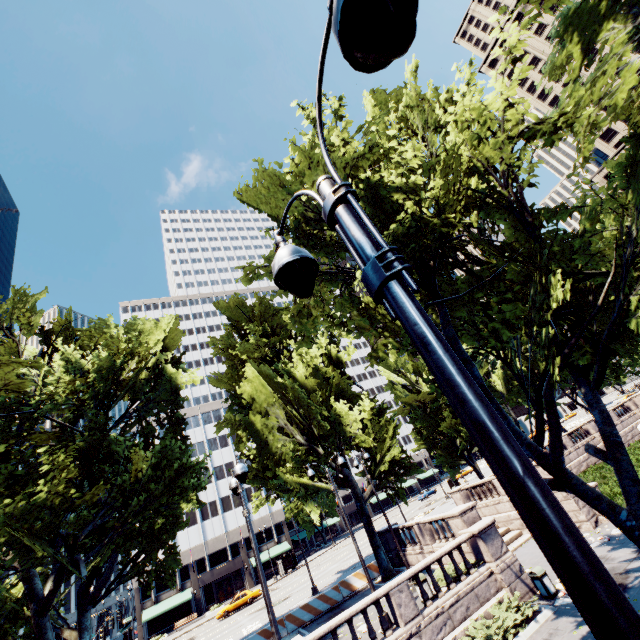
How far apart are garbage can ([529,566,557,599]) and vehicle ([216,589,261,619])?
36.1m

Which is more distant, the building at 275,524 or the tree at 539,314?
the building at 275,524

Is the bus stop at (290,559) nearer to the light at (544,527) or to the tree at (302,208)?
the tree at (302,208)

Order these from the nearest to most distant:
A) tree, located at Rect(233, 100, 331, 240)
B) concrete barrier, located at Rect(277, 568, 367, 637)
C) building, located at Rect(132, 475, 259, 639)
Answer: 1. tree, located at Rect(233, 100, 331, 240)
2. concrete barrier, located at Rect(277, 568, 367, 637)
3. building, located at Rect(132, 475, 259, 639)

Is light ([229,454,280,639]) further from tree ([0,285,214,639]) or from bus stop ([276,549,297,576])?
bus stop ([276,549,297,576])

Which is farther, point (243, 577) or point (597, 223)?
point (243, 577)

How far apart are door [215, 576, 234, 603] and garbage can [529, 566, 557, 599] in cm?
5432

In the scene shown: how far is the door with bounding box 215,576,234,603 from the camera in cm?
5075
